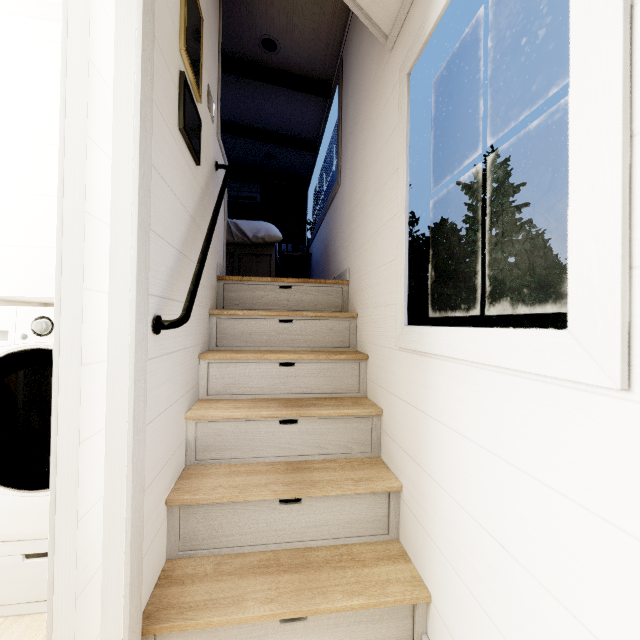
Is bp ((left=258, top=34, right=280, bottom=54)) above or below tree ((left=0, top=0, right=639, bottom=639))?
above

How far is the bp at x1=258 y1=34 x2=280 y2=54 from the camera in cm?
295

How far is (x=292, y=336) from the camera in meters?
2.2 m

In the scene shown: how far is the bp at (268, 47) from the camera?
2.95m

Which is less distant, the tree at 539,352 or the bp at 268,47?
the tree at 539,352

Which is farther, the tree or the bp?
the bp
